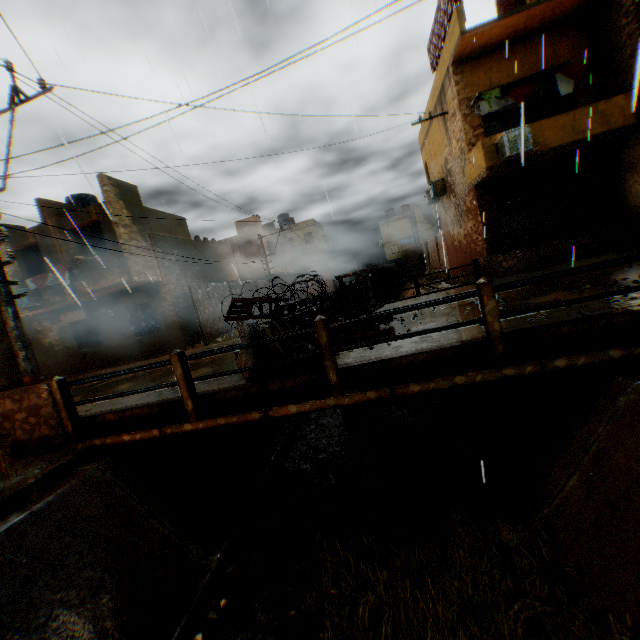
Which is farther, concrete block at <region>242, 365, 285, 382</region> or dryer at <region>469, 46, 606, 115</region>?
dryer at <region>469, 46, 606, 115</region>

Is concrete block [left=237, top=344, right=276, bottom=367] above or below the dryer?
below

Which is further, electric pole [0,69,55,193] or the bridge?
electric pole [0,69,55,193]

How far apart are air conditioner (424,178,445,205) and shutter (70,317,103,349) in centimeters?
1947cm

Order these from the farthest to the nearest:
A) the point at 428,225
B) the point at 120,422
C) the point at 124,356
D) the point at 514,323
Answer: the point at 428,225
the point at 124,356
the point at 120,422
the point at 514,323

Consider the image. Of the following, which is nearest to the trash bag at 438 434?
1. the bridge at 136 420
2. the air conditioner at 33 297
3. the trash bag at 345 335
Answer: the bridge at 136 420

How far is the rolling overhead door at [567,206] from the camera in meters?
12.8

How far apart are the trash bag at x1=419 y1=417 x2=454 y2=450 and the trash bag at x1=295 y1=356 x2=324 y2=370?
3.5 meters
